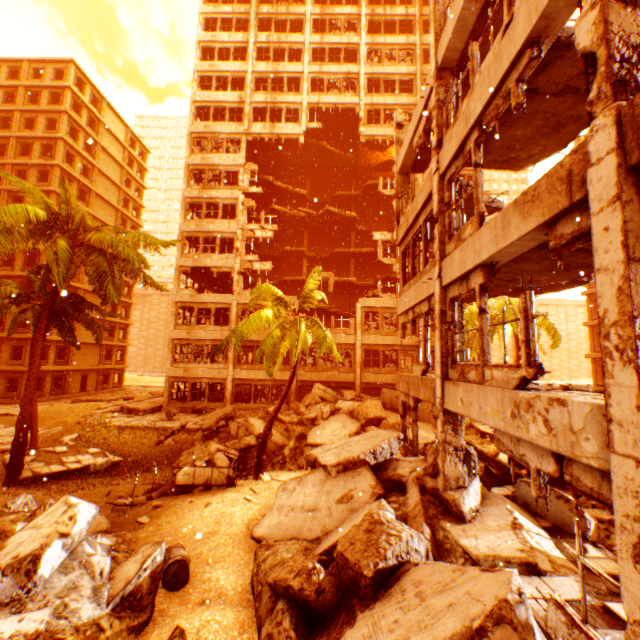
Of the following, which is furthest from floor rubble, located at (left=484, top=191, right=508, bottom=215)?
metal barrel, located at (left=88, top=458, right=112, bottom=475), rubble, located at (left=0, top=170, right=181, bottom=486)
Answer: metal barrel, located at (left=88, top=458, right=112, bottom=475)

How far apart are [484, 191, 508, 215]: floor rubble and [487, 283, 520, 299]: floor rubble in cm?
247

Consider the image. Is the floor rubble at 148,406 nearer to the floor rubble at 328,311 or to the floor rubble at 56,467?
the floor rubble at 56,467

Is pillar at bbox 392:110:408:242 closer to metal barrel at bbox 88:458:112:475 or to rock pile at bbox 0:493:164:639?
rock pile at bbox 0:493:164:639

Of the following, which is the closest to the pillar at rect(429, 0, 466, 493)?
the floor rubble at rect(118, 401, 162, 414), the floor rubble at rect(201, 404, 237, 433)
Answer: the floor rubble at rect(201, 404, 237, 433)

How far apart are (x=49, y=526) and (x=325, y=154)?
32.49m

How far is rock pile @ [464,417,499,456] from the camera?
14.68m

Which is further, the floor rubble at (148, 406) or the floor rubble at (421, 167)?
the floor rubble at (148, 406)
